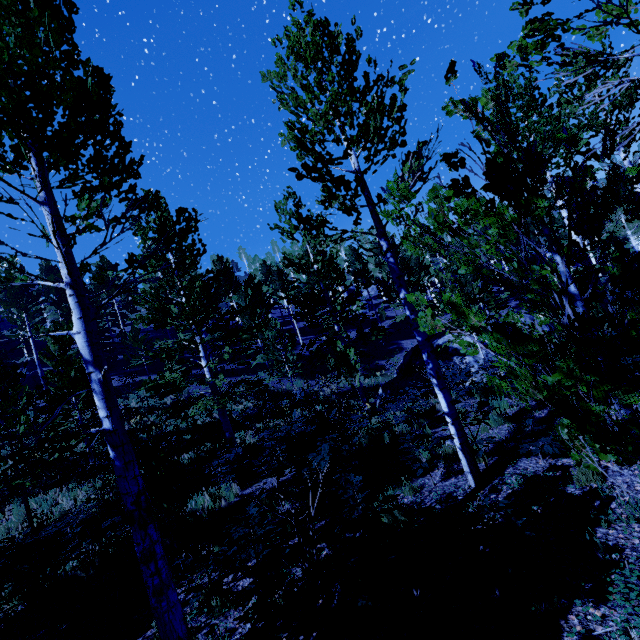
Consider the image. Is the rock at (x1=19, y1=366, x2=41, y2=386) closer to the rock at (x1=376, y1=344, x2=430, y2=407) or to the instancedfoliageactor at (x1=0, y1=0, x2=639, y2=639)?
the instancedfoliageactor at (x1=0, y1=0, x2=639, y2=639)

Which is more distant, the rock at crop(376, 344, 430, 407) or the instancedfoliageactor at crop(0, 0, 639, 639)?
the rock at crop(376, 344, 430, 407)

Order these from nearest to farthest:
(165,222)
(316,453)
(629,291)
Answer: (165,222)
(316,453)
(629,291)

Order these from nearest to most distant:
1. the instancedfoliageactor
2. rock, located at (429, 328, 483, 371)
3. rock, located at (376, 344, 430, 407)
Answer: the instancedfoliageactor < rock, located at (429, 328, 483, 371) < rock, located at (376, 344, 430, 407)

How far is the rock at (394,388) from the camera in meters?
15.8 m

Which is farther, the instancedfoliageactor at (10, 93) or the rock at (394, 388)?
the rock at (394, 388)
